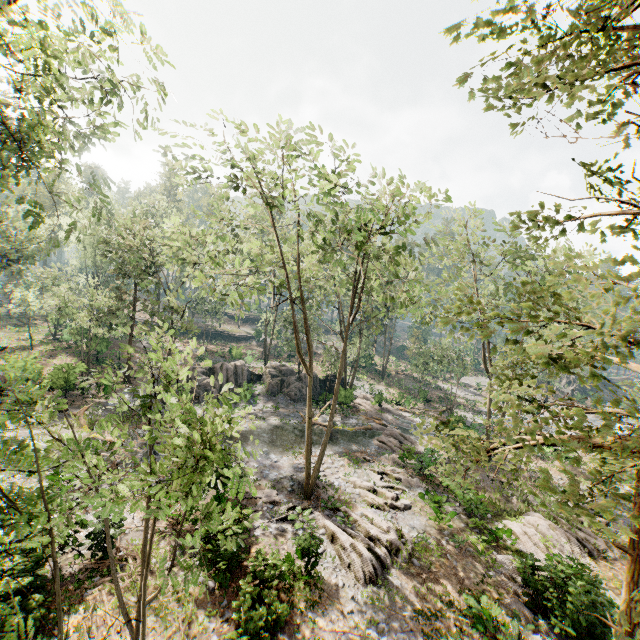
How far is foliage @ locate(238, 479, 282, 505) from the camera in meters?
5.5

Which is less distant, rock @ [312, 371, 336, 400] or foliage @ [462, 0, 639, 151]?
foliage @ [462, 0, 639, 151]

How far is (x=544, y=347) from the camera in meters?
3.5 m

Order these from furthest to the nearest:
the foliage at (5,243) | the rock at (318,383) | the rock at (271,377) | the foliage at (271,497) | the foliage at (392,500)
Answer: the rock at (318,383)
the rock at (271,377)
the foliage at (392,500)
the foliage at (271,497)
the foliage at (5,243)

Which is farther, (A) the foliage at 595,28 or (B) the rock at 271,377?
(B) the rock at 271,377

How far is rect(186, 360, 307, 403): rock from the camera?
30.0m

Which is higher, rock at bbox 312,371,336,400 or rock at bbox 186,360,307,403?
rock at bbox 312,371,336,400

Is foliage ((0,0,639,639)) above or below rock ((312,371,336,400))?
below
